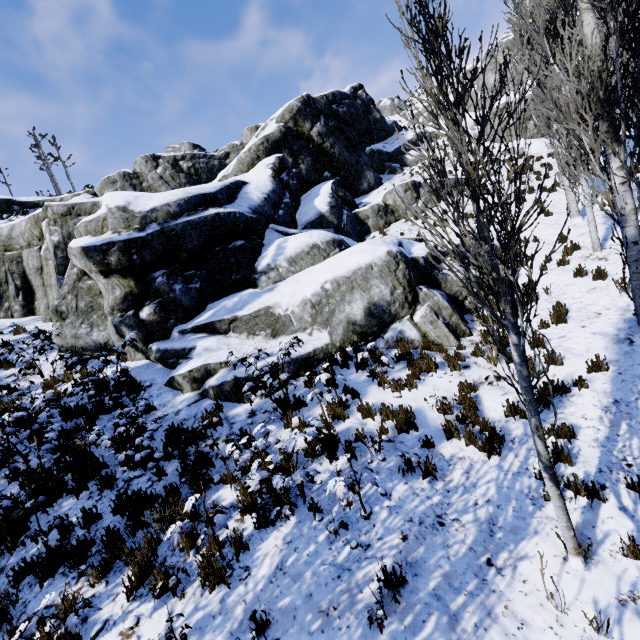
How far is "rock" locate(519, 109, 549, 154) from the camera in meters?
23.3

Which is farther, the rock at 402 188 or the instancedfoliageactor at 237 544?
the rock at 402 188

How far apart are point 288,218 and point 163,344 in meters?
8.2 m

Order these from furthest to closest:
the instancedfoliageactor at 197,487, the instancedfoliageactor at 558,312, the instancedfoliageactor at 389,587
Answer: the instancedfoliageactor at 558,312 < the instancedfoliageactor at 197,487 < the instancedfoliageactor at 389,587

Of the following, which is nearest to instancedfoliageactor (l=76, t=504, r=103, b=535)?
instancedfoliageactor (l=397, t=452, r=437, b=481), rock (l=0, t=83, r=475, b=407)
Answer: rock (l=0, t=83, r=475, b=407)

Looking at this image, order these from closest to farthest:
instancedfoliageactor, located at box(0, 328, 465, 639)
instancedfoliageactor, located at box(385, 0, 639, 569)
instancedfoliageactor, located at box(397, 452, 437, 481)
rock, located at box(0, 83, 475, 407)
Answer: instancedfoliageactor, located at box(385, 0, 639, 569) < instancedfoliageactor, located at box(0, 328, 465, 639) < instancedfoliageactor, located at box(397, 452, 437, 481) < rock, located at box(0, 83, 475, 407)

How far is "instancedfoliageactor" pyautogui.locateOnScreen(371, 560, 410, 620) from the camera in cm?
359

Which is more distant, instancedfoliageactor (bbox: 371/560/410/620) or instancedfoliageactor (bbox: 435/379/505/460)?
instancedfoliageactor (bbox: 435/379/505/460)
